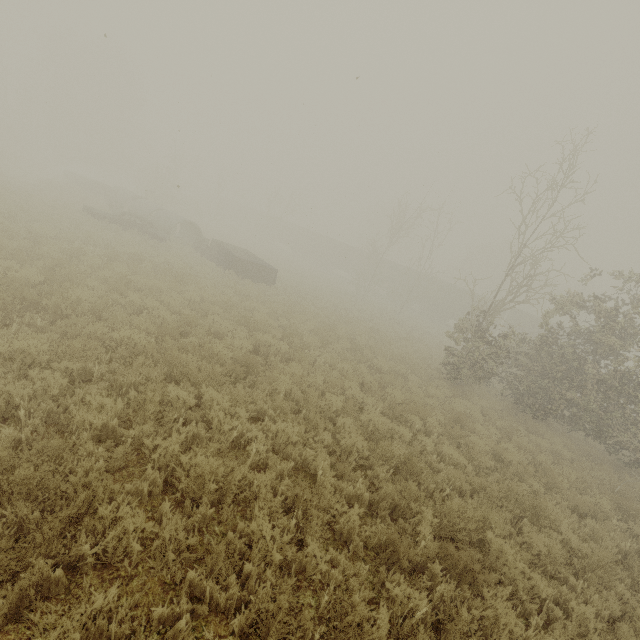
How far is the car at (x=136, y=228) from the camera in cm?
1786

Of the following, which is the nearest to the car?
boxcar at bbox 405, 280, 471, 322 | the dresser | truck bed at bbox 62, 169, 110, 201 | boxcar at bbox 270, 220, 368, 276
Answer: the dresser

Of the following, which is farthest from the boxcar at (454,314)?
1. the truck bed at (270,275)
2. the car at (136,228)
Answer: the car at (136,228)

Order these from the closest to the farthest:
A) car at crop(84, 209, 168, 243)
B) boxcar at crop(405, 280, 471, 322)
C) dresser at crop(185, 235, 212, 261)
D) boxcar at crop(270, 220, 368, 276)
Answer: car at crop(84, 209, 168, 243), dresser at crop(185, 235, 212, 261), boxcar at crop(405, 280, 471, 322), boxcar at crop(270, 220, 368, 276)

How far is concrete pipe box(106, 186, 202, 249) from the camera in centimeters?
2264cm

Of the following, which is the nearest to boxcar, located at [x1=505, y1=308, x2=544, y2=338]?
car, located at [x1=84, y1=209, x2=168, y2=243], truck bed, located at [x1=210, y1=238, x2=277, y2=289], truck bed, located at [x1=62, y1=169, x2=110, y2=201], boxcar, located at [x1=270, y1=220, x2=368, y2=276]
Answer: boxcar, located at [x1=270, y1=220, x2=368, y2=276]

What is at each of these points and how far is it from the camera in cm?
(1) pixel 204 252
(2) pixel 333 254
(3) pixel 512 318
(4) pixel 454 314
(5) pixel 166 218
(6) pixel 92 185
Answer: (1) dresser, 2195
(2) boxcar, 4878
(3) boxcar, 3750
(4) boxcar, 3809
(5) concrete pipe, 2309
(6) truck bed, 3020

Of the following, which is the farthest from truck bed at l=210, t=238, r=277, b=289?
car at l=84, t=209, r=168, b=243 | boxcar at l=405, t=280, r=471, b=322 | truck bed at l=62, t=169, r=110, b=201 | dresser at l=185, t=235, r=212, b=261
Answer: boxcar at l=405, t=280, r=471, b=322
